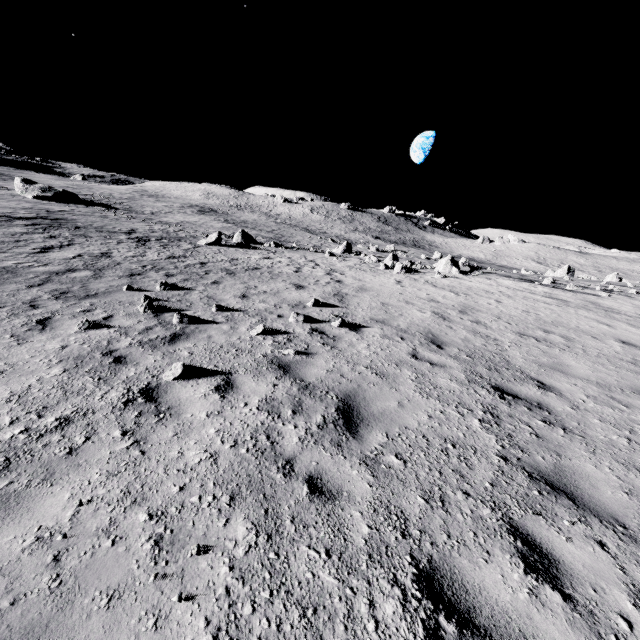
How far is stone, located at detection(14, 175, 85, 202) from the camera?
42.54m

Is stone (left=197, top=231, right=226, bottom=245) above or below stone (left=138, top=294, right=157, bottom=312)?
below

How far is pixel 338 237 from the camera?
59.0 meters

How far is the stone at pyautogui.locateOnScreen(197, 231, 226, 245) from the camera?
25.1 meters

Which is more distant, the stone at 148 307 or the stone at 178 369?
the stone at 148 307

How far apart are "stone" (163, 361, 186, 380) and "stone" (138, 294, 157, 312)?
3.4m

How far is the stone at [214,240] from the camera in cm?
2507

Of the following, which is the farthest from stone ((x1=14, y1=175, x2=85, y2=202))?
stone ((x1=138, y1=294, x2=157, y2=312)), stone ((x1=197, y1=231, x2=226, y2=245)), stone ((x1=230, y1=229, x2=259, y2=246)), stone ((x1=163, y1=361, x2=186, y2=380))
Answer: stone ((x1=163, y1=361, x2=186, y2=380))
